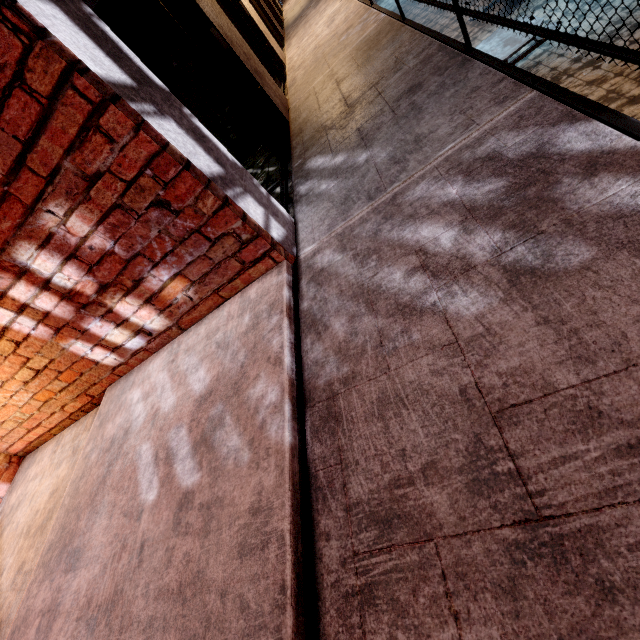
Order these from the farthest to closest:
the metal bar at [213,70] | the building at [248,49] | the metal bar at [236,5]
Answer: the metal bar at [236,5], the building at [248,49], the metal bar at [213,70]

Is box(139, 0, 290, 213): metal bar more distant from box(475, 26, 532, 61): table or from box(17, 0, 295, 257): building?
box(475, 26, 532, 61): table

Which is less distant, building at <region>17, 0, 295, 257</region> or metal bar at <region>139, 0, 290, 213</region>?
building at <region>17, 0, 295, 257</region>

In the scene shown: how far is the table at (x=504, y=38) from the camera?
5.41m

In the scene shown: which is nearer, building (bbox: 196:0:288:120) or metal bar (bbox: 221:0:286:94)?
building (bbox: 196:0:288:120)

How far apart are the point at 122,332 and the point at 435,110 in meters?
2.4

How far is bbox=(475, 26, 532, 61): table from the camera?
5.41m

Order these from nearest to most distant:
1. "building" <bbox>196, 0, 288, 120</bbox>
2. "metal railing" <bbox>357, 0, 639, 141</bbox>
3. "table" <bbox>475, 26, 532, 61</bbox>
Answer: "metal railing" <bbox>357, 0, 639, 141</bbox> < "building" <bbox>196, 0, 288, 120</bbox> < "table" <bbox>475, 26, 532, 61</bbox>
